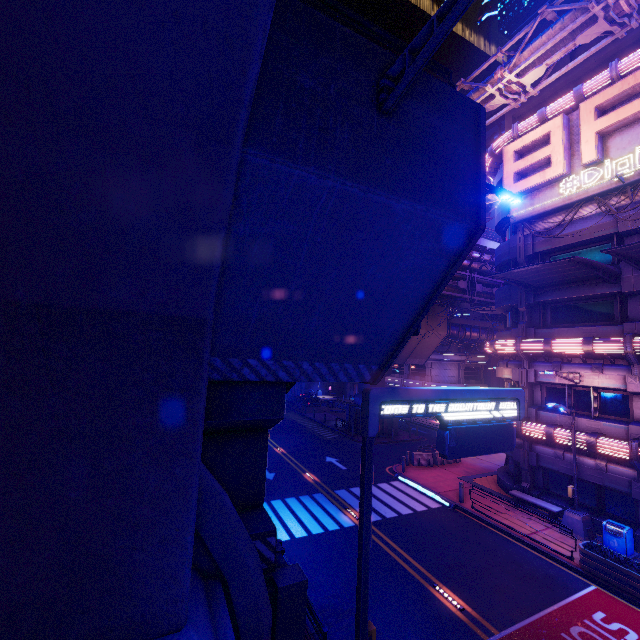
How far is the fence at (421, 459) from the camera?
24.03m

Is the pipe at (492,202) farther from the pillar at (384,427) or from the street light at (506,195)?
the street light at (506,195)

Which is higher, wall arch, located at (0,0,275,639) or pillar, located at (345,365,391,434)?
wall arch, located at (0,0,275,639)

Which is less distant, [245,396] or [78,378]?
[78,378]

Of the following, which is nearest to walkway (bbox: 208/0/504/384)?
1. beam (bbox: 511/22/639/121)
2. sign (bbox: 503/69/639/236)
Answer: sign (bbox: 503/69/639/236)

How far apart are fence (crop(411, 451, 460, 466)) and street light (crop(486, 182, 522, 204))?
20.0 meters

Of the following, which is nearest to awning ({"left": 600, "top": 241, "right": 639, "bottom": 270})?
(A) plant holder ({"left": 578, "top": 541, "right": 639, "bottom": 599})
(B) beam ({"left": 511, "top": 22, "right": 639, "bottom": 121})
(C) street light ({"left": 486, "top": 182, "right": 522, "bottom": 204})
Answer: (C) street light ({"left": 486, "top": 182, "right": 522, "bottom": 204})

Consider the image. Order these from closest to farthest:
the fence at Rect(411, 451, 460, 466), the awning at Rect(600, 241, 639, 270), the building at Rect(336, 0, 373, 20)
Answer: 1. the awning at Rect(600, 241, 639, 270)
2. the fence at Rect(411, 451, 460, 466)
3. the building at Rect(336, 0, 373, 20)
